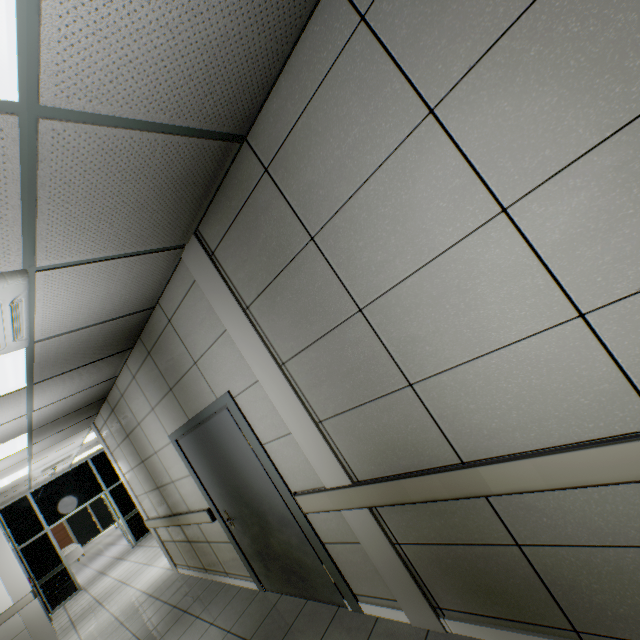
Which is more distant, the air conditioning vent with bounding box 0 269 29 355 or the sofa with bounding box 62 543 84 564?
the sofa with bounding box 62 543 84 564

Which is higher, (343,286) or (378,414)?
(343,286)

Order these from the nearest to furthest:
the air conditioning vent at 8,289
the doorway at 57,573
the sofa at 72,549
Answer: the air conditioning vent at 8,289 < the doorway at 57,573 < the sofa at 72,549

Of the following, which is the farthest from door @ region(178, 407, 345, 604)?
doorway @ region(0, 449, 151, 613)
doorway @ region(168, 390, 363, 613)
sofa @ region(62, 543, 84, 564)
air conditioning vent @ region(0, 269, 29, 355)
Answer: sofa @ region(62, 543, 84, 564)

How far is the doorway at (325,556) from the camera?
2.7m

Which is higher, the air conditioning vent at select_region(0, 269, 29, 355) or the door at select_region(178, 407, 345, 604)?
the air conditioning vent at select_region(0, 269, 29, 355)

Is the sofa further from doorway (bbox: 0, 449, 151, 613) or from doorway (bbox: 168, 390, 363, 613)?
doorway (bbox: 168, 390, 363, 613)
